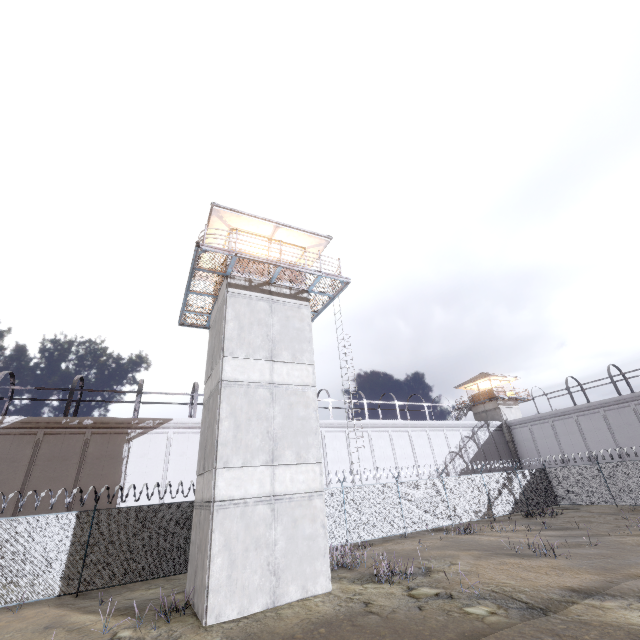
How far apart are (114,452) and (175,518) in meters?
10.0 m

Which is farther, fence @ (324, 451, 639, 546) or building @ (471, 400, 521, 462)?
building @ (471, 400, 521, 462)

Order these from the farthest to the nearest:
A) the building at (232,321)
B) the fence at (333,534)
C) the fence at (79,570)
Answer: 1. the fence at (333,534)
2. the fence at (79,570)
3. the building at (232,321)

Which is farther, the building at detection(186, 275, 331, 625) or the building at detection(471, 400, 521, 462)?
the building at detection(471, 400, 521, 462)

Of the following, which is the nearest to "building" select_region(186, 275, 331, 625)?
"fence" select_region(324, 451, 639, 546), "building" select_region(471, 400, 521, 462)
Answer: "fence" select_region(324, 451, 639, 546)

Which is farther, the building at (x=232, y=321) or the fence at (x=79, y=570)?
the fence at (x=79, y=570)

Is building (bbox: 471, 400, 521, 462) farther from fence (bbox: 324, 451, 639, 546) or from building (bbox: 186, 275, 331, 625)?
building (bbox: 186, 275, 331, 625)
